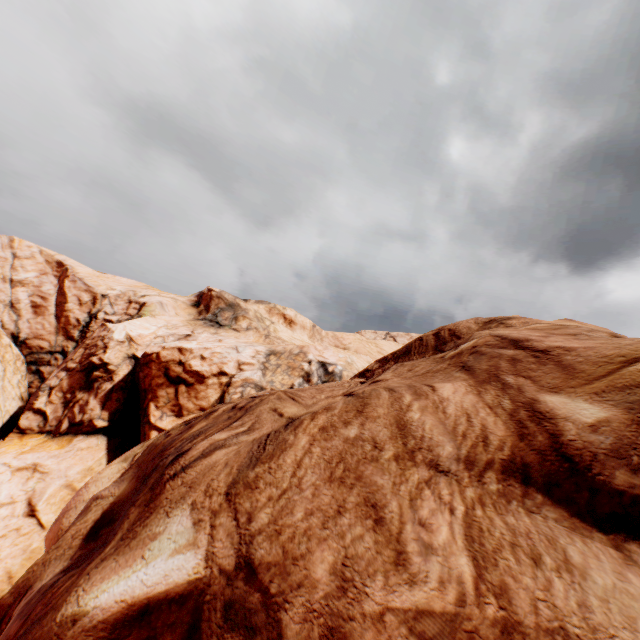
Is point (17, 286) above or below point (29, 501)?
above
